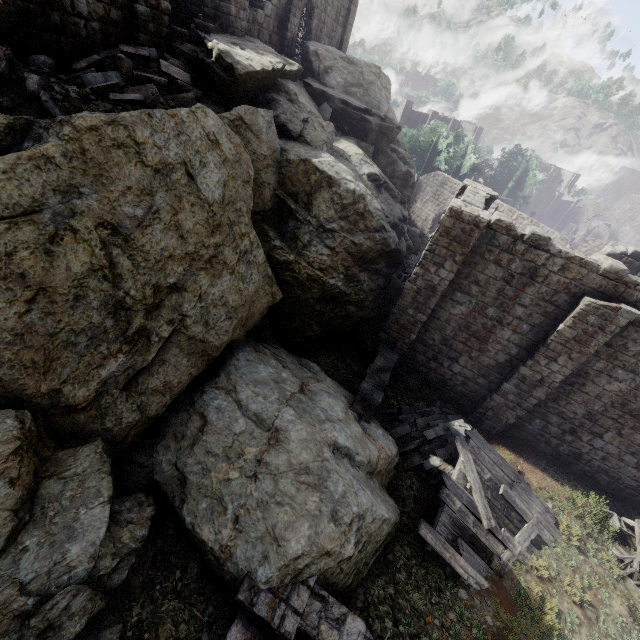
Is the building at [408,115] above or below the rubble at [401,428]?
above

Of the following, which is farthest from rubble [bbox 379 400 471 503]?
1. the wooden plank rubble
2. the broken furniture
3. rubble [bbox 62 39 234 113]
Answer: rubble [bbox 62 39 234 113]

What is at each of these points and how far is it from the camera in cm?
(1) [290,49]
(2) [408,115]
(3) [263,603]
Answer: (1) building, 1784
(2) building, 4791
(3) building, 607

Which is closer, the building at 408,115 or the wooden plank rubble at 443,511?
the wooden plank rubble at 443,511

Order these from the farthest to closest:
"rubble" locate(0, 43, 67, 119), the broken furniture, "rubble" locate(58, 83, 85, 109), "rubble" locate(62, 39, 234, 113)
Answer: the broken furniture < "rubble" locate(62, 39, 234, 113) < "rubble" locate(58, 83, 85, 109) < "rubble" locate(0, 43, 67, 119)

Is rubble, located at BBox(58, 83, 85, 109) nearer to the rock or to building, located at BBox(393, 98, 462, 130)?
the rock

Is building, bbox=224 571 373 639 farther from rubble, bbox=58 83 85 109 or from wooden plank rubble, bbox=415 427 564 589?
rubble, bbox=58 83 85 109

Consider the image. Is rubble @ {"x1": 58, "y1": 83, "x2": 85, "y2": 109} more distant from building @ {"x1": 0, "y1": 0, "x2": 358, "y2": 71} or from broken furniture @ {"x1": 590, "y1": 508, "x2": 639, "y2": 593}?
broken furniture @ {"x1": 590, "y1": 508, "x2": 639, "y2": 593}
